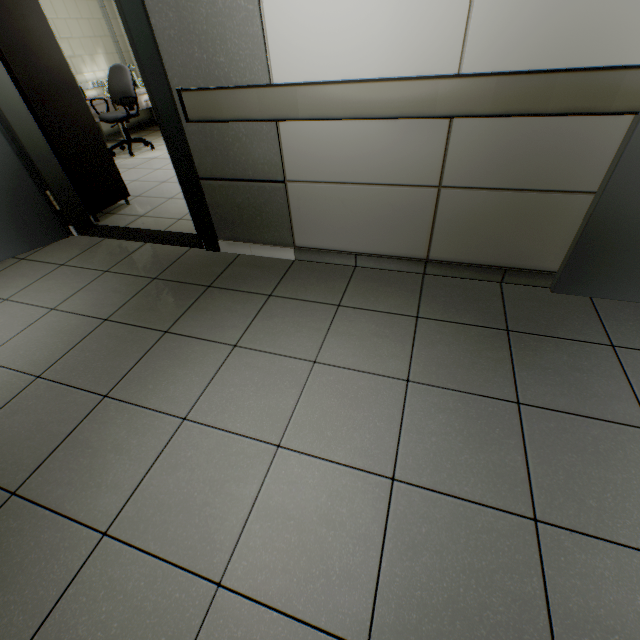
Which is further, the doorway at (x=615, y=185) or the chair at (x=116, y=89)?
the chair at (x=116, y=89)

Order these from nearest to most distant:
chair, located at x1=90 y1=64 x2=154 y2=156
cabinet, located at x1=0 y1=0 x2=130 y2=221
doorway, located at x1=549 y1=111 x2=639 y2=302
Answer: doorway, located at x1=549 y1=111 x2=639 y2=302
cabinet, located at x1=0 y1=0 x2=130 y2=221
chair, located at x1=90 y1=64 x2=154 y2=156

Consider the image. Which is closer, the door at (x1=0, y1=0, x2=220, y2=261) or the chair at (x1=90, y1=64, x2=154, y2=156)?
the door at (x1=0, y1=0, x2=220, y2=261)

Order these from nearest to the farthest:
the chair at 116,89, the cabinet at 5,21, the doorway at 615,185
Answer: the doorway at 615,185, the cabinet at 5,21, the chair at 116,89

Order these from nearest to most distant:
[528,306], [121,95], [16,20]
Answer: [528,306]
[16,20]
[121,95]

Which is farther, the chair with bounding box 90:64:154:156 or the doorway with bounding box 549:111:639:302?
the chair with bounding box 90:64:154:156

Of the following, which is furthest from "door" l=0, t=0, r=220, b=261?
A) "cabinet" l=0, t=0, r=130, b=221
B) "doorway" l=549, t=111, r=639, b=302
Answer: "doorway" l=549, t=111, r=639, b=302
